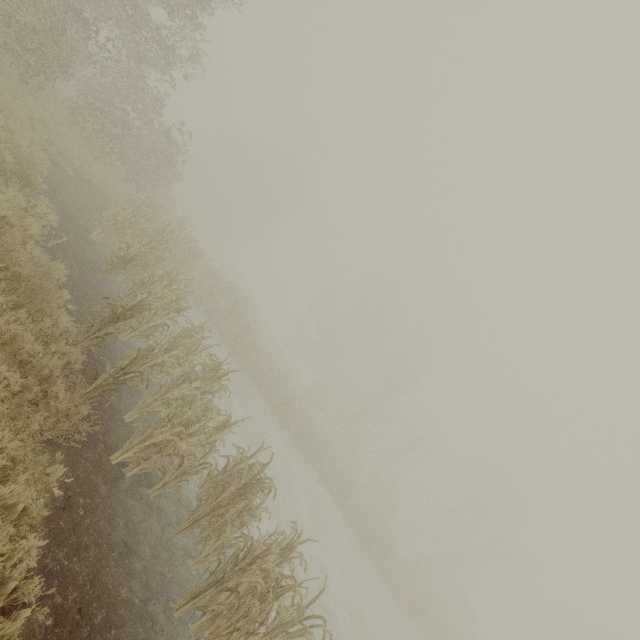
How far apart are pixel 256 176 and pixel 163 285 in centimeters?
3612cm
